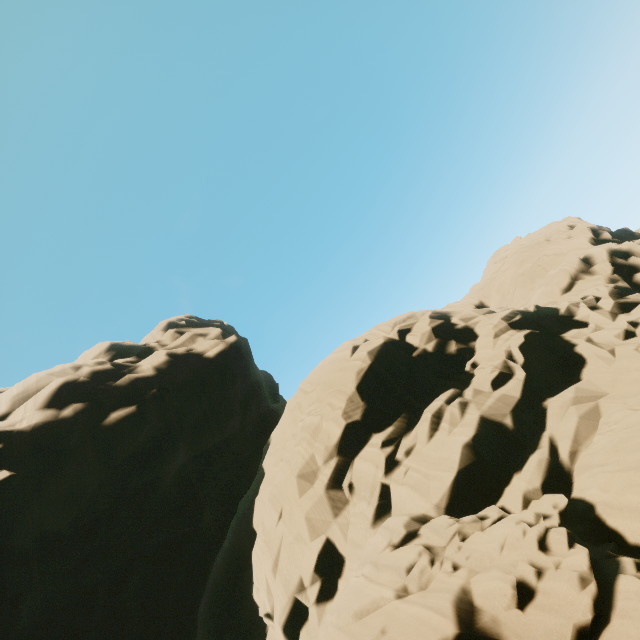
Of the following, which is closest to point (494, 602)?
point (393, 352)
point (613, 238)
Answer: point (393, 352)
